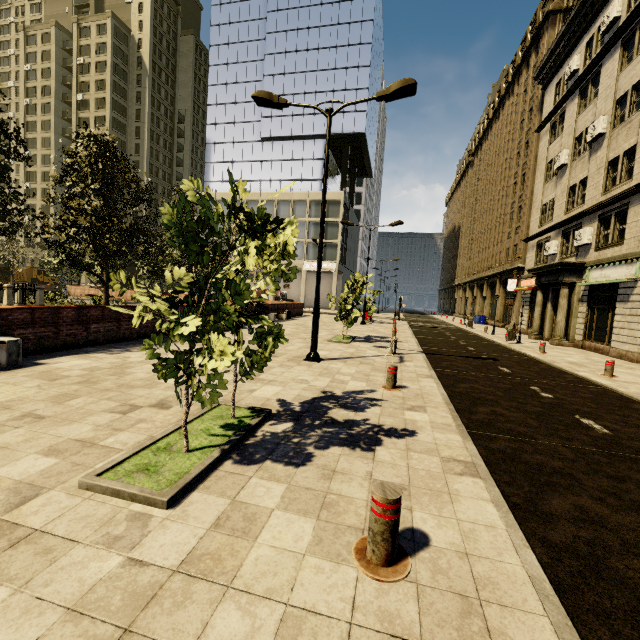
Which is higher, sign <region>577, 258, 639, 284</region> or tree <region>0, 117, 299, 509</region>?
sign <region>577, 258, 639, 284</region>

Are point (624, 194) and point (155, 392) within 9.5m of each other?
no

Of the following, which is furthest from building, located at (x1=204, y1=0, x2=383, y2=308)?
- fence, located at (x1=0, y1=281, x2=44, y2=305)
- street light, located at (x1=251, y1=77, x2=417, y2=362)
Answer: fence, located at (x1=0, y1=281, x2=44, y2=305)

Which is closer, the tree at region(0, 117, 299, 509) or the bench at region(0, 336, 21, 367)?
the tree at region(0, 117, 299, 509)

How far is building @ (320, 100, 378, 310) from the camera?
45.56m

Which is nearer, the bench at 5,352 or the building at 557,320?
the bench at 5,352

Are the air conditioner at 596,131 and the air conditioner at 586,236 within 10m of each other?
A: yes

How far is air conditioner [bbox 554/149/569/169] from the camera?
21.4m
